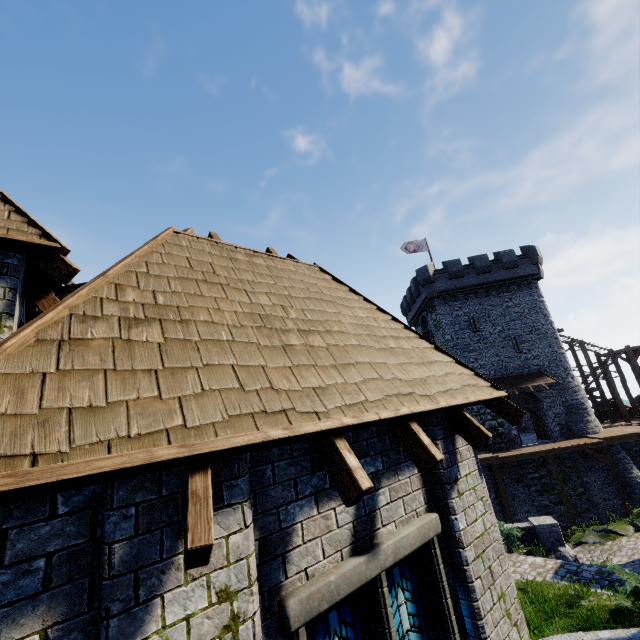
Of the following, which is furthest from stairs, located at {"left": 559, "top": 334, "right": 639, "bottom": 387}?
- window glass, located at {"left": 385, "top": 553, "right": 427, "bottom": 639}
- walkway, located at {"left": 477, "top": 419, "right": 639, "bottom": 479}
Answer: window glass, located at {"left": 385, "top": 553, "right": 427, "bottom": 639}

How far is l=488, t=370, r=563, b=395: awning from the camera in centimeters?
2694cm

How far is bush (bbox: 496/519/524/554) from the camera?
13.4m

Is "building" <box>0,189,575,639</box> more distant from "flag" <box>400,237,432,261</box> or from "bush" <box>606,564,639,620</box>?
"flag" <box>400,237,432,261</box>

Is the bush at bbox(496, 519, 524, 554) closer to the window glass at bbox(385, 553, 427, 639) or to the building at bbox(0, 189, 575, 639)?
the building at bbox(0, 189, 575, 639)

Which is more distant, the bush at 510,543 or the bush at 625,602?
the bush at 510,543

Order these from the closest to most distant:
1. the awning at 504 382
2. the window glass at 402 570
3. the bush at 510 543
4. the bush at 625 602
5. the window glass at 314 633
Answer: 1. the window glass at 314 633
2. the window glass at 402 570
3. the bush at 625 602
4. the bush at 510 543
5. the awning at 504 382

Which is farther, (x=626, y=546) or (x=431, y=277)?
(x=431, y=277)
